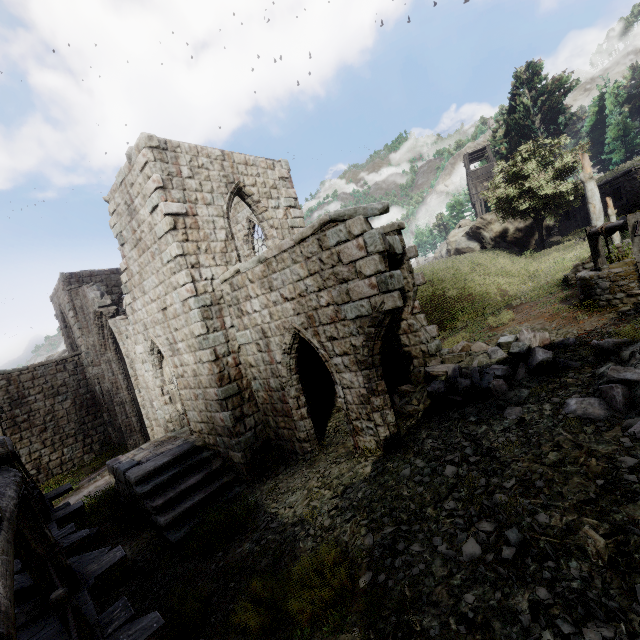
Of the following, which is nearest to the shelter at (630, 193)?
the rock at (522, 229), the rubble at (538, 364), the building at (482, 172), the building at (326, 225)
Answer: the rock at (522, 229)

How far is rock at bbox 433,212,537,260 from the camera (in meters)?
29.97

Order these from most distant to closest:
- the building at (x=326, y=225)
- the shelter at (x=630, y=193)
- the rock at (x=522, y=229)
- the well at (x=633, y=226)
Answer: the rock at (x=522, y=229) < the shelter at (x=630, y=193) < the well at (x=633, y=226) < the building at (x=326, y=225)

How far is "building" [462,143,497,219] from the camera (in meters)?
39.34

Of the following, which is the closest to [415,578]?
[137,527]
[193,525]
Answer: [193,525]

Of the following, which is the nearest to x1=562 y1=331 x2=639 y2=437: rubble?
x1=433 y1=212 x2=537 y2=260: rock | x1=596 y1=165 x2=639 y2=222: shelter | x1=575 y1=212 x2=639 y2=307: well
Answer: x1=575 y1=212 x2=639 y2=307: well

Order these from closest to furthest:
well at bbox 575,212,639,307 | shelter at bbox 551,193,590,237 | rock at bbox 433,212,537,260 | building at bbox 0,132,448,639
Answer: building at bbox 0,132,448,639 → well at bbox 575,212,639,307 → shelter at bbox 551,193,590,237 → rock at bbox 433,212,537,260

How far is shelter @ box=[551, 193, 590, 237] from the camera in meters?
24.6
